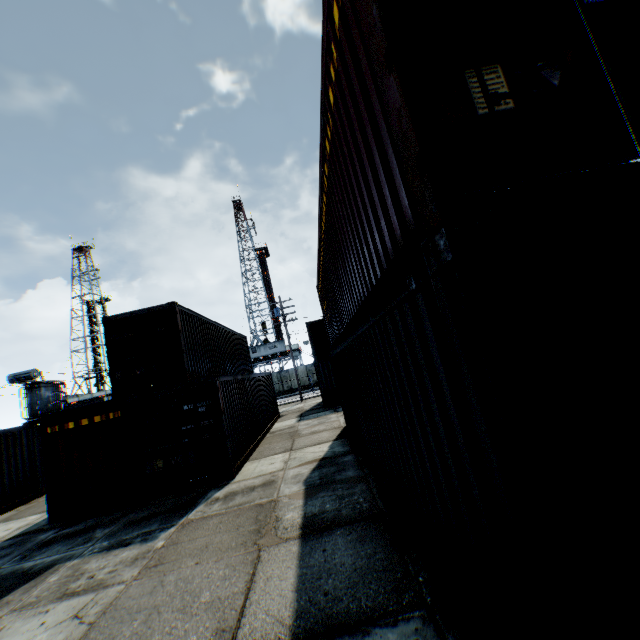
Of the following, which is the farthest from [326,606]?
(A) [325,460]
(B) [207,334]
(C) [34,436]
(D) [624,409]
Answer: (C) [34,436]

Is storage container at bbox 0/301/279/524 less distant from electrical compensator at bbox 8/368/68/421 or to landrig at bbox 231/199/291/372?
electrical compensator at bbox 8/368/68/421

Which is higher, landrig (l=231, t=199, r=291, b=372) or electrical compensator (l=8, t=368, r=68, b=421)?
landrig (l=231, t=199, r=291, b=372)

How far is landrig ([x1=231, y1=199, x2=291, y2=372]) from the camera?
49.2m

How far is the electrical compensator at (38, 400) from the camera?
24.1 meters

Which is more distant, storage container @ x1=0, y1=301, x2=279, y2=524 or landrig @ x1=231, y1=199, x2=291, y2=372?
landrig @ x1=231, y1=199, x2=291, y2=372

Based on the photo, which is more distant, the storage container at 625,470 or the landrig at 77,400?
the landrig at 77,400

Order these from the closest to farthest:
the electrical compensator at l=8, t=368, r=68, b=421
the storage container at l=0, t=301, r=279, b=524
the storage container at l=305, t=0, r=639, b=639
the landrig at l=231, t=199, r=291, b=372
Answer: the storage container at l=305, t=0, r=639, b=639 < the storage container at l=0, t=301, r=279, b=524 < the electrical compensator at l=8, t=368, r=68, b=421 < the landrig at l=231, t=199, r=291, b=372
